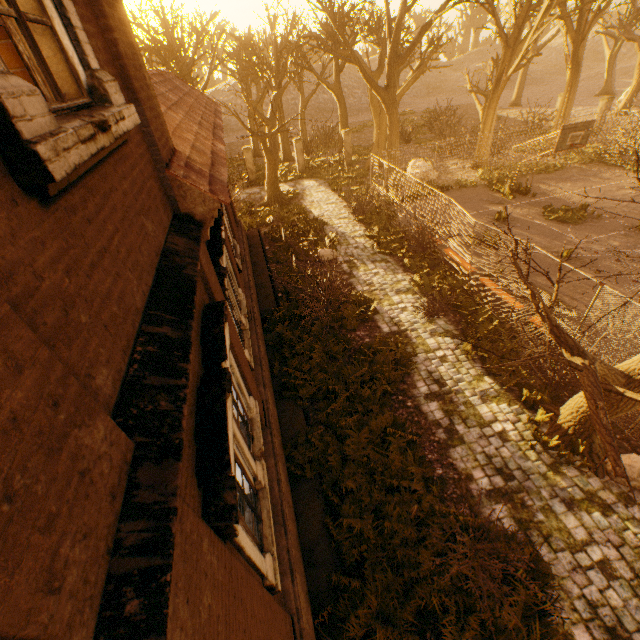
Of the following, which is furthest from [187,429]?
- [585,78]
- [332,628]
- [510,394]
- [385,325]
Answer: [585,78]

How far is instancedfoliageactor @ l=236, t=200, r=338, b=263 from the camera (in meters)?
15.49

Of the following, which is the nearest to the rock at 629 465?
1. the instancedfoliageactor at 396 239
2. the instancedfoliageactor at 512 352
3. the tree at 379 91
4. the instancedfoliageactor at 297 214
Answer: the tree at 379 91

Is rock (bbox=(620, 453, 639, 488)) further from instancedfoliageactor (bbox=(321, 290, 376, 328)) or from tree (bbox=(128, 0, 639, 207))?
instancedfoliageactor (bbox=(321, 290, 376, 328))

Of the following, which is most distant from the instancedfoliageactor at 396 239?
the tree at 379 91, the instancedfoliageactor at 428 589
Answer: the tree at 379 91

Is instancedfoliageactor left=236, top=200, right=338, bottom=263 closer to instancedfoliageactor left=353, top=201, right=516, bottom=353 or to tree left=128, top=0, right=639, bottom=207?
tree left=128, top=0, right=639, bottom=207

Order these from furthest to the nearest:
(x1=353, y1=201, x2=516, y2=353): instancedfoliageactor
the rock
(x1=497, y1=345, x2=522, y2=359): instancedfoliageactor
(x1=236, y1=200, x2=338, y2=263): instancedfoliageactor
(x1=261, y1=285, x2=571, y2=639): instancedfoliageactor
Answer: (x1=236, y1=200, x2=338, y2=263): instancedfoliageactor
(x1=353, y1=201, x2=516, y2=353): instancedfoliageactor
(x1=497, y1=345, x2=522, y2=359): instancedfoliageactor
the rock
(x1=261, y1=285, x2=571, y2=639): instancedfoliageactor

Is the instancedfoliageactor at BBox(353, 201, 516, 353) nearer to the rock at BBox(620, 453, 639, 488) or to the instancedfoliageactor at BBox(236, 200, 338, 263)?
the instancedfoliageactor at BBox(236, 200, 338, 263)
